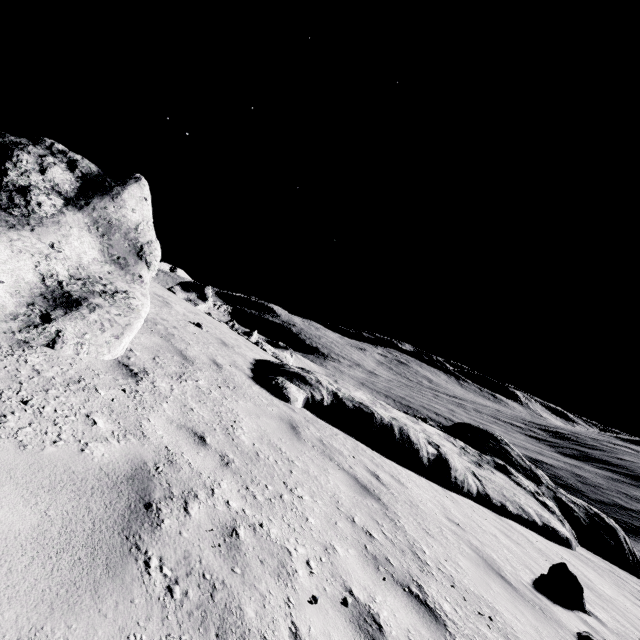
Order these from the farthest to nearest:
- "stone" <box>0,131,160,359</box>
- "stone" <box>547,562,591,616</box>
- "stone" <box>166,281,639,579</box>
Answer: "stone" <box>166,281,639,579</box> < "stone" <box>547,562,591,616</box> < "stone" <box>0,131,160,359</box>

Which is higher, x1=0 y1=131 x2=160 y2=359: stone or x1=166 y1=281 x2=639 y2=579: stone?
x1=0 y1=131 x2=160 y2=359: stone

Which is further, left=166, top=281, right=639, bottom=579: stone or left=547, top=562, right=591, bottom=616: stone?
left=166, top=281, right=639, bottom=579: stone

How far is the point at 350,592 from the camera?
2.7 meters

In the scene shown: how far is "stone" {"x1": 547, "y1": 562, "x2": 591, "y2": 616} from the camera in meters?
6.0

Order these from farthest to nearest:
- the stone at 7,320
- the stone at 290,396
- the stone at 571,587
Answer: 1. the stone at 290,396
2. the stone at 571,587
3. the stone at 7,320

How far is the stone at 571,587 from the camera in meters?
6.0 m
